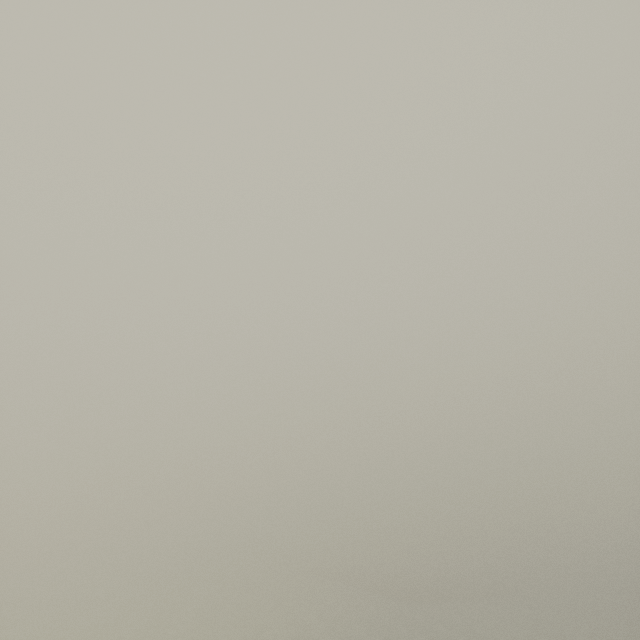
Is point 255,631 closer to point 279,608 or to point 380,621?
point 279,608
